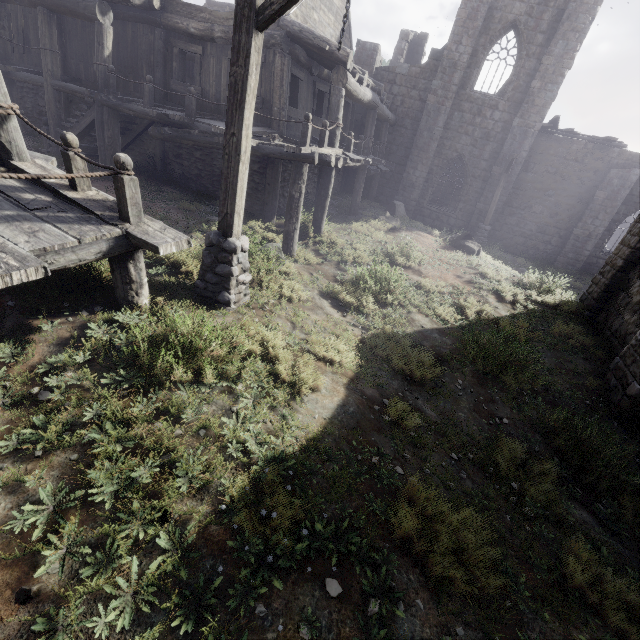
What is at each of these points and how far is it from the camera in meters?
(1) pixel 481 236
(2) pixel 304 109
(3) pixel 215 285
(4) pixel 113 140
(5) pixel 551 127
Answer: (1) wooden lamp post, 17.8
(2) building, 12.4
(3) wooden lamp post, 5.4
(4) building, 10.5
(5) wooden plank rubble, 16.9

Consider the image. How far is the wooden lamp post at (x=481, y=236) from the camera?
15.91m

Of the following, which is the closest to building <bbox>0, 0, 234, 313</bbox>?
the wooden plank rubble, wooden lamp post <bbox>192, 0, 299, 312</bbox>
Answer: the wooden plank rubble

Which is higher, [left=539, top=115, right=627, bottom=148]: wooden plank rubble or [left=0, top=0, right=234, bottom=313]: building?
[left=539, top=115, right=627, bottom=148]: wooden plank rubble

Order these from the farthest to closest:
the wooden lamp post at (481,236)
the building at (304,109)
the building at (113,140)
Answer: the wooden lamp post at (481,236) → the building at (304,109) → the building at (113,140)

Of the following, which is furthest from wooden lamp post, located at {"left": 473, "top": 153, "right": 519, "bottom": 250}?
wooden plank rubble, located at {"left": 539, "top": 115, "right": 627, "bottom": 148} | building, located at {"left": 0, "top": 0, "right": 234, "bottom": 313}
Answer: wooden plank rubble, located at {"left": 539, "top": 115, "right": 627, "bottom": 148}

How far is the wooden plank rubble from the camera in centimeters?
1609cm

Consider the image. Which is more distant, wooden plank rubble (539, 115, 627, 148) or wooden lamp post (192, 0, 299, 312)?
wooden plank rubble (539, 115, 627, 148)
